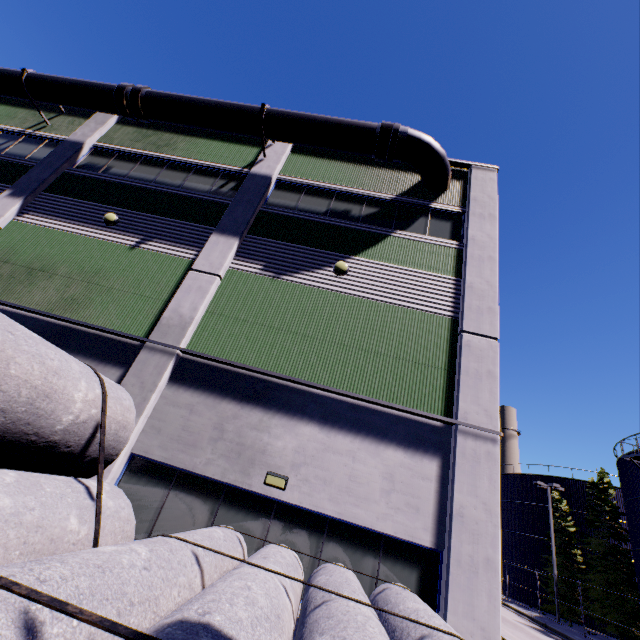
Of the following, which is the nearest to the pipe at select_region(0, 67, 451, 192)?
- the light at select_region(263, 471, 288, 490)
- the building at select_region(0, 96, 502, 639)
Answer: the building at select_region(0, 96, 502, 639)

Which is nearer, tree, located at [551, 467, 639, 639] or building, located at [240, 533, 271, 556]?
building, located at [240, 533, 271, 556]

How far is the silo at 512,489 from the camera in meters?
32.2

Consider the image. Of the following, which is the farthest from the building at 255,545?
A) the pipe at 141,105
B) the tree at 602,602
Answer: the tree at 602,602

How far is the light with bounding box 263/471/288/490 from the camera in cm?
671

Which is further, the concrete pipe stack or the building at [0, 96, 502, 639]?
the building at [0, 96, 502, 639]

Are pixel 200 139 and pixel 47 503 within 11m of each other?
no

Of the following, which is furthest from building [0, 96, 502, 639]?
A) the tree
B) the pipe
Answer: Result: the tree
